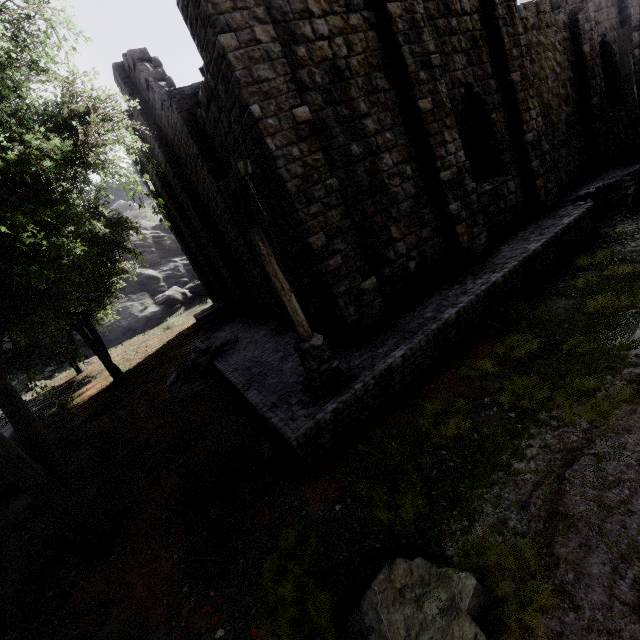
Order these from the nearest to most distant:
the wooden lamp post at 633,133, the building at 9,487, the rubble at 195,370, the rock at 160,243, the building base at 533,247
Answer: the building base at 533,247 → the building at 9,487 → the wooden lamp post at 633,133 → the rubble at 195,370 → the rock at 160,243

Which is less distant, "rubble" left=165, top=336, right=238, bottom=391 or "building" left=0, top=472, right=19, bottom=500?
"building" left=0, top=472, right=19, bottom=500

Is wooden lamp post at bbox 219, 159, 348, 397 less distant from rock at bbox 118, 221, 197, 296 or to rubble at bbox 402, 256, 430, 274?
rubble at bbox 402, 256, 430, 274

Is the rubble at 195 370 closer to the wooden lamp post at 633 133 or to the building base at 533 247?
the building base at 533 247

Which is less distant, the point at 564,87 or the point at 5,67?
the point at 5,67

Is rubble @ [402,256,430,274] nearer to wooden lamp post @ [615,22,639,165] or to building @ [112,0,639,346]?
building @ [112,0,639,346]

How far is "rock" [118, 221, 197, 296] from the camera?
32.7m

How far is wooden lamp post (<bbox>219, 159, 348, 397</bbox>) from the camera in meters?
5.5
